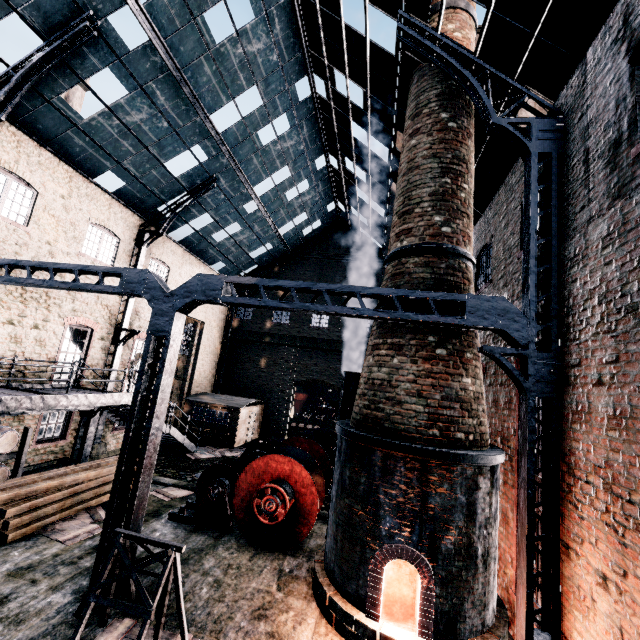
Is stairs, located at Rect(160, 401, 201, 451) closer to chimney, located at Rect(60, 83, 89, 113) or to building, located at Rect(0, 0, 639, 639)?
building, located at Rect(0, 0, 639, 639)

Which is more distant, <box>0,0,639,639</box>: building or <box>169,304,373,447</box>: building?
<box>169,304,373,447</box>: building

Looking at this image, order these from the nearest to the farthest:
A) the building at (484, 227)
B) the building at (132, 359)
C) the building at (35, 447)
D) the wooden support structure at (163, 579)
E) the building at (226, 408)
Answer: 1. the wooden support structure at (163, 579)
2. the building at (484, 227)
3. the building at (35, 447)
4. the building at (132, 359)
5. the building at (226, 408)

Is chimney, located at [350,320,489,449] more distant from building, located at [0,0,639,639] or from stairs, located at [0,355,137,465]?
stairs, located at [0,355,137,465]

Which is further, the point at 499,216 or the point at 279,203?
the point at 279,203

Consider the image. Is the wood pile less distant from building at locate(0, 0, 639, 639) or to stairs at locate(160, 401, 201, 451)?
stairs at locate(160, 401, 201, 451)

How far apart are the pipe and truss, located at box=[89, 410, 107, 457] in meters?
12.1

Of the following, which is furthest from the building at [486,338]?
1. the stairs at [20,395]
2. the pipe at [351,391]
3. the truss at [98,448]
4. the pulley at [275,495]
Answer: the pulley at [275,495]
